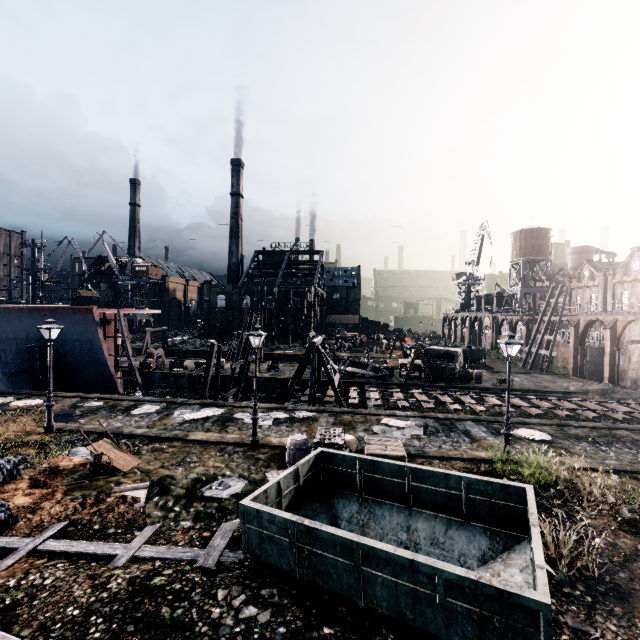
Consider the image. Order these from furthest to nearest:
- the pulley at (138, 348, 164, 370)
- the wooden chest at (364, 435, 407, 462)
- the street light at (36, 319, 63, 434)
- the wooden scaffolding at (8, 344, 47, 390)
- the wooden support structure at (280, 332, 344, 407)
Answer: the pulley at (138, 348, 164, 370)
the wooden support structure at (280, 332, 344, 407)
the wooden scaffolding at (8, 344, 47, 390)
the street light at (36, 319, 63, 434)
the wooden chest at (364, 435, 407, 462)

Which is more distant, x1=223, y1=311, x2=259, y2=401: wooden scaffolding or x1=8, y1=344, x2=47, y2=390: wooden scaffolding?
x1=223, y1=311, x2=259, y2=401: wooden scaffolding

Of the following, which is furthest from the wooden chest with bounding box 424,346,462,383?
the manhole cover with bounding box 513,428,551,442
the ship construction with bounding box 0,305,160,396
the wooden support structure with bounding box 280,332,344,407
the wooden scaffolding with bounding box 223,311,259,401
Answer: the ship construction with bounding box 0,305,160,396

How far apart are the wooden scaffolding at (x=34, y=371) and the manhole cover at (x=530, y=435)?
33.2 meters

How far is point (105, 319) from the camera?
25.4 meters

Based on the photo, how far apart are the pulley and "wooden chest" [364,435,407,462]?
30.77m

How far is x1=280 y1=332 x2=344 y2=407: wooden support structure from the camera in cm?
2534

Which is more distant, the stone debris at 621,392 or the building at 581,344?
the building at 581,344
